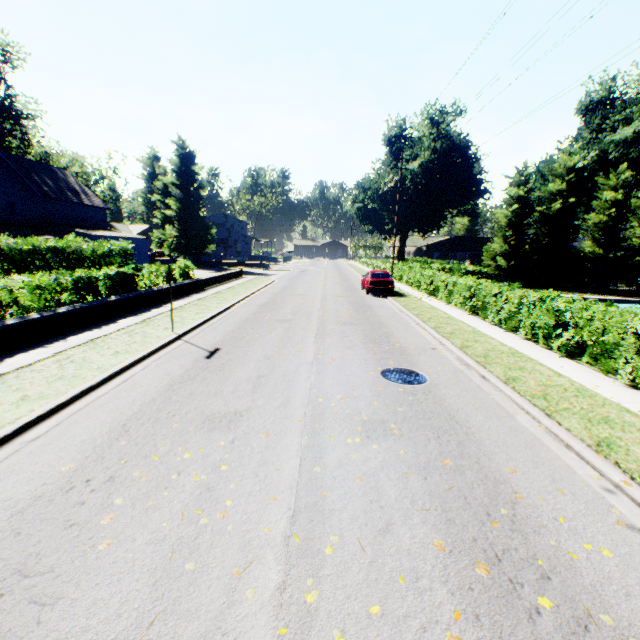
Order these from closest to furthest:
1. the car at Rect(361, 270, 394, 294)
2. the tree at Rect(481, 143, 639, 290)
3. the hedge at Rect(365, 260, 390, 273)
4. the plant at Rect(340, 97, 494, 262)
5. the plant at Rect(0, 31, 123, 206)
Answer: the car at Rect(361, 270, 394, 294) < the tree at Rect(481, 143, 639, 290) < the plant at Rect(0, 31, 123, 206) < the hedge at Rect(365, 260, 390, 273) < the plant at Rect(340, 97, 494, 262)

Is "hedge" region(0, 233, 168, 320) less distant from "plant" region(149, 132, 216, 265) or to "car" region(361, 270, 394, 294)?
"plant" region(149, 132, 216, 265)

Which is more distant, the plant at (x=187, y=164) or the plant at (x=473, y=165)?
the plant at (x=473, y=165)

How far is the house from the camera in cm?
4447

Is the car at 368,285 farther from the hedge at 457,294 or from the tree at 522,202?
the tree at 522,202

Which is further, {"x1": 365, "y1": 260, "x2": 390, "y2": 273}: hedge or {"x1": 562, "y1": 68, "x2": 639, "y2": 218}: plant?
{"x1": 365, "y1": 260, "x2": 390, "y2": 273}: hedge

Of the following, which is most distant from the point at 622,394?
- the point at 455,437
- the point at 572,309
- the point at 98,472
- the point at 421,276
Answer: the point at 421,276

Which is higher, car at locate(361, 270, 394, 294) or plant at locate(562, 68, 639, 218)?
plant at locate(562, 68, 639, 218)
